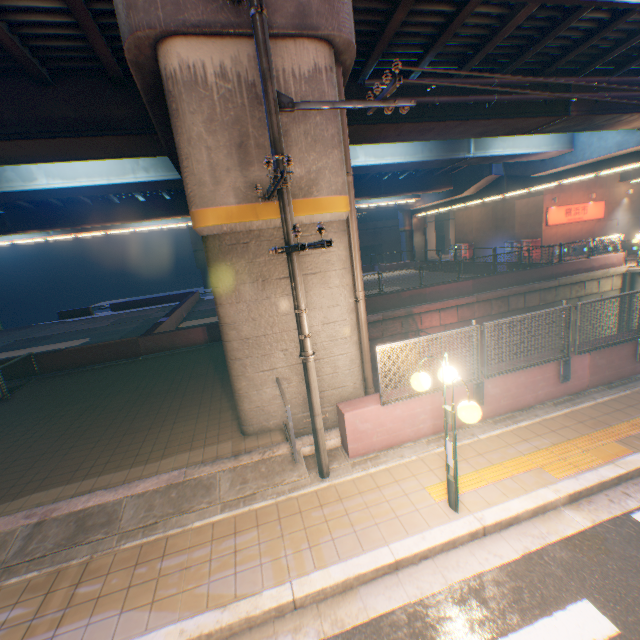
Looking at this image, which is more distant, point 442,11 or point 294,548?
point 442,11

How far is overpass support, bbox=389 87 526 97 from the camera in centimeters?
1080cm

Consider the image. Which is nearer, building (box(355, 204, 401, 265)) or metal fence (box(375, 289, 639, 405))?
metal fence (box(375, 289, 639, 405))

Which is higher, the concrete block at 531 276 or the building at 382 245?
the building at 382 245

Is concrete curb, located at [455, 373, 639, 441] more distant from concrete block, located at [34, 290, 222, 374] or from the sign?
the sign

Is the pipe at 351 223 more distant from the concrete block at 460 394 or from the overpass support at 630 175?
the concrete block at 460 394

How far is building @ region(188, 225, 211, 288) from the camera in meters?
44.2

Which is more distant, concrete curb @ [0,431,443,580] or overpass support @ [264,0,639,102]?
overpass support @ [264,0,639,102]
